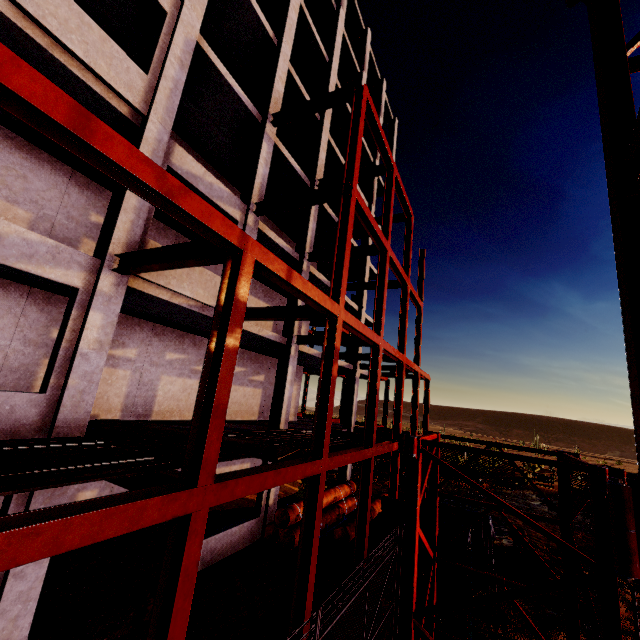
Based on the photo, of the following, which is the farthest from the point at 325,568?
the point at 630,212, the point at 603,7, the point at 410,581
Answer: the point at 603,7

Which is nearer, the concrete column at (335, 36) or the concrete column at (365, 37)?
the concrete column at (335, 36)

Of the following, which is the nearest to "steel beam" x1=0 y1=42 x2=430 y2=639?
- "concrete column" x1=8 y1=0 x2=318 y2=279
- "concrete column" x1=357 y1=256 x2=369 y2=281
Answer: "concrete column" x1=8 y1=0 x2=318 y2=279

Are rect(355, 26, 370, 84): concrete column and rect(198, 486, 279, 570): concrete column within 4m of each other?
yes

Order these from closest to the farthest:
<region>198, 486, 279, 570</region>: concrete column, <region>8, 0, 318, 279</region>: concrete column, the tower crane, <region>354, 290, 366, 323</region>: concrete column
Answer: the tower crane → <region>8, 0, 318, 279</region>: concrete column → <region>198, 486, 279, 570</region>: concrete column → <region>354, 290, 366, 323</region>: concrete column

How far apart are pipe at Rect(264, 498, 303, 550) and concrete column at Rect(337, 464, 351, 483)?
7.3m

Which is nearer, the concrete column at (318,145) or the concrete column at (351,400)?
the concrete column at (318,145)

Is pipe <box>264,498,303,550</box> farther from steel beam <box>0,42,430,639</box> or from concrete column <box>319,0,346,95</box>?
steel beam <box>0,42,430,639</box>
